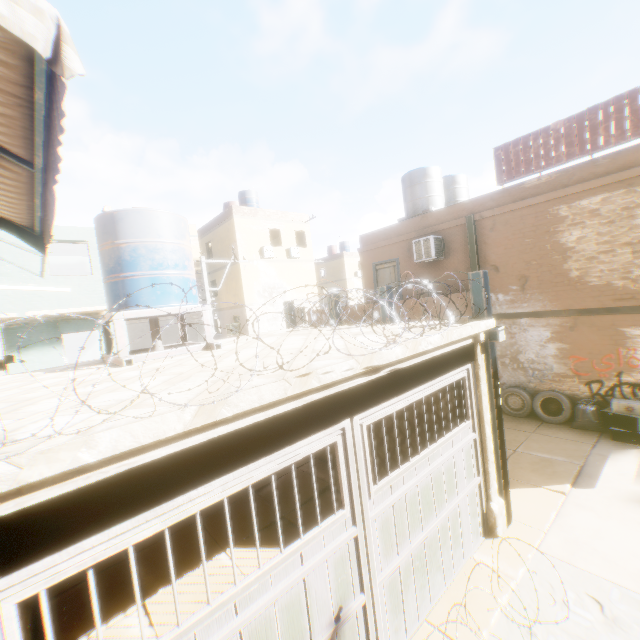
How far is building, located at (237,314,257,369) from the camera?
3.9m

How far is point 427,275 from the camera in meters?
12.3

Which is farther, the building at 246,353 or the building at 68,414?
the building at 246,353

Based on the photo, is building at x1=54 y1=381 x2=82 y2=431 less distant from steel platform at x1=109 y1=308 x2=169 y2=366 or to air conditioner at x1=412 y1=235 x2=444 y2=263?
air conditioner at x1=412 y1=235 x2=444 y2=263

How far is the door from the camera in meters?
13.5 m

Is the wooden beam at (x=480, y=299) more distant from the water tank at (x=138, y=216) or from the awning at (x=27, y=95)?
the water tank at (x=138, y=216)

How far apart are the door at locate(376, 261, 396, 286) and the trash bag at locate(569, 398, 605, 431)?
6.64m

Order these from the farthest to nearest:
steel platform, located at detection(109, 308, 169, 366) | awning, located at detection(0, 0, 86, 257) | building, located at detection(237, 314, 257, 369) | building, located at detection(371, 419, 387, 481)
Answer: building, located at detection(371, 419, 387, 481) → steel platform, located at detection(109, 308, 169, 366) → building, located at detection(237, 314, 257, 369) → awning, located at detection(0, 0, 86, 257)
